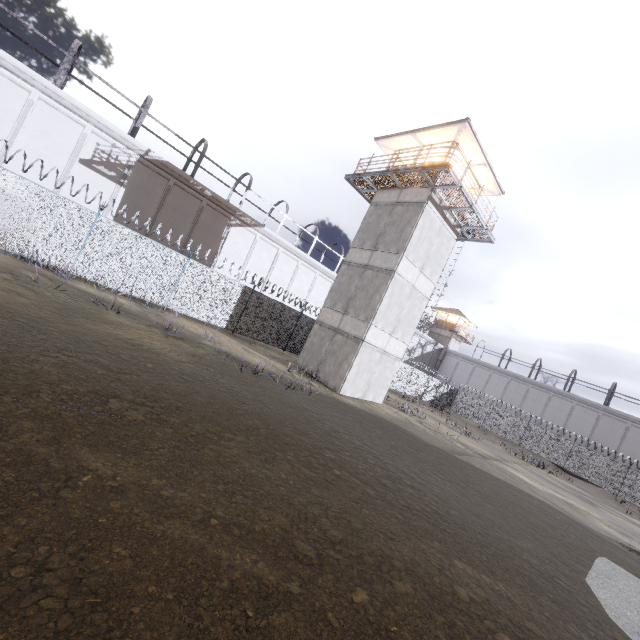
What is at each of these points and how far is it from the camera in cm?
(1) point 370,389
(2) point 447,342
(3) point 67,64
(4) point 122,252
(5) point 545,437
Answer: (1) building, 1819
(2) building, 5191
(3) metal cage, 1758
(4) fence, 1426
(5) fence, 3275

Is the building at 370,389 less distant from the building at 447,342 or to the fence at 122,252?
the fence at 122,252

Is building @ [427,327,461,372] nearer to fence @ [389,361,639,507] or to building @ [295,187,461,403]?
fence @ [389,361,639,507]

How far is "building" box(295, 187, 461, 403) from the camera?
16.95m

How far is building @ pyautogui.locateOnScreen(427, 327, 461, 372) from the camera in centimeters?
5181cm

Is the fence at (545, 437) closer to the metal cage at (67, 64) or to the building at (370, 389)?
the building at (370, 389)

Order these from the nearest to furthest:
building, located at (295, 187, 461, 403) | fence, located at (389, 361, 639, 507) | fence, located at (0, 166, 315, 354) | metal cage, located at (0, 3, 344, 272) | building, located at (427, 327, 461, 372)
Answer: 1. fence, located at (0, 166, 315, 354)
2. building, located at (295, 187, 461, 403)
3. metal cage, located at (0, 3, 344, 272)
4. fence, located at (389, 361, 639, 507)
5. building, located at (427, 327, 461, 372)
